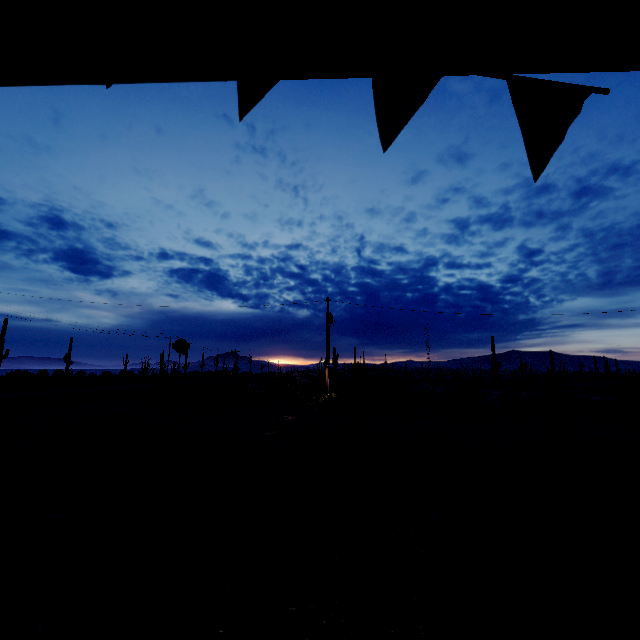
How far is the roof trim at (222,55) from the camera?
1.27m

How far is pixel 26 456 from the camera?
9.1m

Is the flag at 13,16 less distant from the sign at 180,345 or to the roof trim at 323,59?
the roof trim at 323,59

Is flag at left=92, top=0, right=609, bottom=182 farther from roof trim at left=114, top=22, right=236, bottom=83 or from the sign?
the sign

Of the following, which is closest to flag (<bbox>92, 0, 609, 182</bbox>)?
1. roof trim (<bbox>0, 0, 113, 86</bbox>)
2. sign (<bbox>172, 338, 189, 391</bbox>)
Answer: roof trim (<bbox>0, 0, 113, 86</bbox>)
